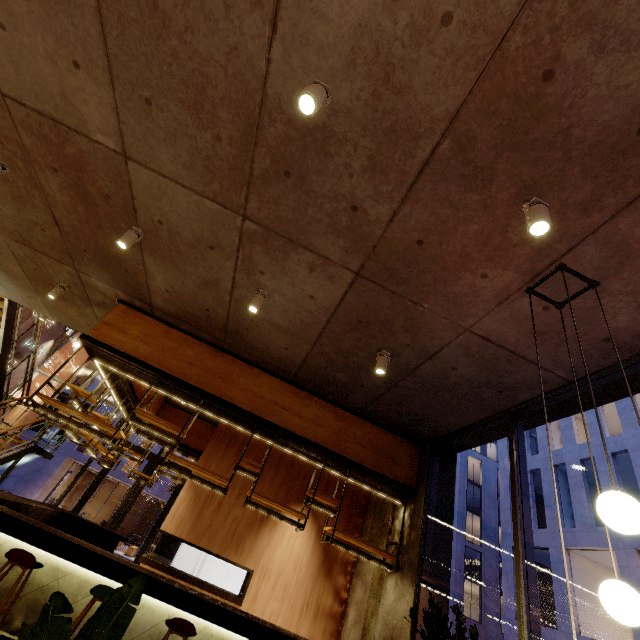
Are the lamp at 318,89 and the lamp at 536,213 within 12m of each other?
yes

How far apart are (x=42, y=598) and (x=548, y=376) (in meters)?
6.91

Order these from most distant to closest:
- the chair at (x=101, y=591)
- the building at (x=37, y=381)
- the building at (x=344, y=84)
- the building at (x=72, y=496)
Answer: the building at (x=72, y=496) < the building at (x=37, y=381) < the chair at (x=101, y=591) < the building at (x=344, y=84)

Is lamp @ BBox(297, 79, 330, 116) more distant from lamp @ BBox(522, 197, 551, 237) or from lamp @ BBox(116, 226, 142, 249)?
lamp @ BBox(116, 226, 142, 249)

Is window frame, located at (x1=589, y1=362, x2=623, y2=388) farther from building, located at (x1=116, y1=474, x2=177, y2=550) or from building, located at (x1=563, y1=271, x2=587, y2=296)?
building, located at (x1=116, y1=474, x2=177, y2=550)

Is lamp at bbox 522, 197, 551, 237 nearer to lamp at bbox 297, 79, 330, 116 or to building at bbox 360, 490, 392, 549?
building at bbox 360, 490, 392, 549

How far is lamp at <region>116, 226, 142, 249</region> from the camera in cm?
433

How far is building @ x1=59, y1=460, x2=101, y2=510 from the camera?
25.38m
